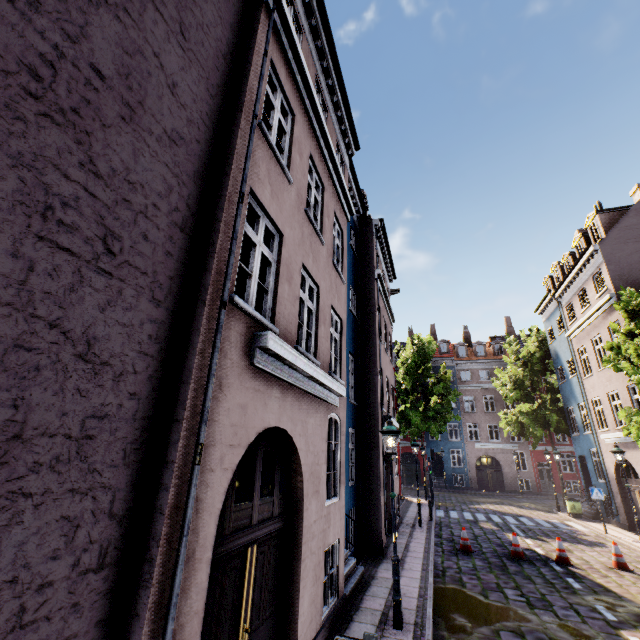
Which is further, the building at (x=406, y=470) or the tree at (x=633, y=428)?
the building at (x=406, y=470)

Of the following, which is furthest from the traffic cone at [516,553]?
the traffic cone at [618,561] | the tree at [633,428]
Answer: the tree at [633,428]

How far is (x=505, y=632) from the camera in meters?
6.3 m

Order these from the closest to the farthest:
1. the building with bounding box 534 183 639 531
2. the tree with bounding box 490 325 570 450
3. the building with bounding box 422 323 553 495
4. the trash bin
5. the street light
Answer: the street light → the building with bounding box 534 183 639 531 → the trash bin → the tree with bounding box 490 325 570 450 → the building with bounding box 422 323 553 495

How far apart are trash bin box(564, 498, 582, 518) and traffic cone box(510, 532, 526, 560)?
11.01m

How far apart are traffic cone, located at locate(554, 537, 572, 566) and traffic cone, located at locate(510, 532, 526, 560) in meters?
0.8 m

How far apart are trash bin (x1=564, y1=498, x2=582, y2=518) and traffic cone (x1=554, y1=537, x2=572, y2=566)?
10.5m

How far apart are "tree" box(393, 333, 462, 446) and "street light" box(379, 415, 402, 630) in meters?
20.4 m
